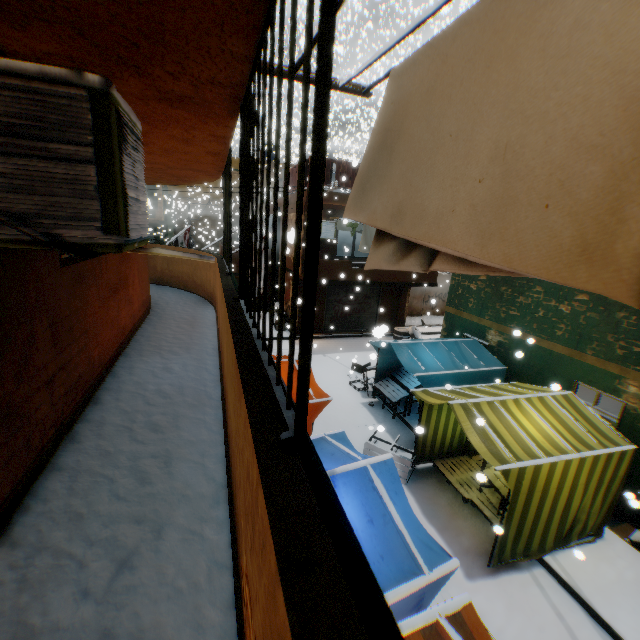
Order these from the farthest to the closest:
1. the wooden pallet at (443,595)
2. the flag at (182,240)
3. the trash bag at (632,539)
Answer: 1. the flag at (182,240)
2. the trash bag at (632,539)
3. the wooden pallet at (443,595)

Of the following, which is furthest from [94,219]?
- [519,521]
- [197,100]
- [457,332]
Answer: [457,332]

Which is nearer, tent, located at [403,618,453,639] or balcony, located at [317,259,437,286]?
tent, located at [403,618,453,639]

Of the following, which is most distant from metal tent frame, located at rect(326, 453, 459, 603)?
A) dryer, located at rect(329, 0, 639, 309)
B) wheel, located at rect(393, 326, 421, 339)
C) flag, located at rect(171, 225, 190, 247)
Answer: wheel, located at rect(393, 326, 421, 339)

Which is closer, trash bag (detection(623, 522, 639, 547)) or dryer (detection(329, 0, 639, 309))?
dryer (detection(329, 0, 639, 309))

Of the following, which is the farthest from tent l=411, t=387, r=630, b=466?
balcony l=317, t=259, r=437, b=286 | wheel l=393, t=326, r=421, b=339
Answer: wheel l=393, t=326, r=421, b=339

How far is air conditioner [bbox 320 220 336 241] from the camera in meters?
14.6

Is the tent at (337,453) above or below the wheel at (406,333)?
above
